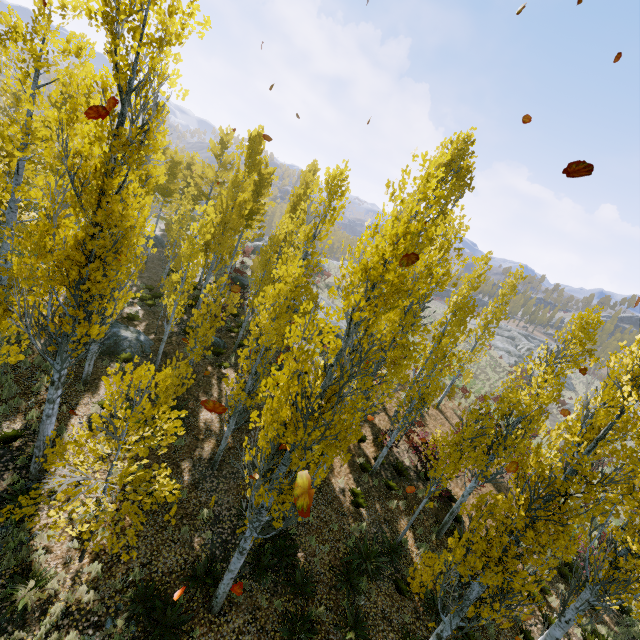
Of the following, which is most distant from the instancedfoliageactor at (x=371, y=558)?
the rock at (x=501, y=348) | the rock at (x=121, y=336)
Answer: the rock at (x=501, y=348)

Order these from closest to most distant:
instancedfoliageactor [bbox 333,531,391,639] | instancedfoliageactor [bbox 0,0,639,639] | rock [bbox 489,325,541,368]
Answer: instancedfoliageactor [bbox 0,0,639,639], instancedfoliageactor [bbox 333,531,391,639], rock [bbox 489,325,541,368]

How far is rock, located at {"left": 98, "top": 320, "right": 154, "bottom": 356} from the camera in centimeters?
1419cm

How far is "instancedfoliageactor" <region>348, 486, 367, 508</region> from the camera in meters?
12.0 m

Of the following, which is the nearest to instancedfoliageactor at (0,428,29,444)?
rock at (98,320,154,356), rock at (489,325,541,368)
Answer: rock at (98,320,154,356)

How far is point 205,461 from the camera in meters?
11.4

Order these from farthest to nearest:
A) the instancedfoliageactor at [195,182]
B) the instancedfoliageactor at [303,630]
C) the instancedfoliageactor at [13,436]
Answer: → the instancedfoliageactor at [13,436] → the instancedfoliageactor at [303,630] → the instancedfoliageactor at [195,182]
